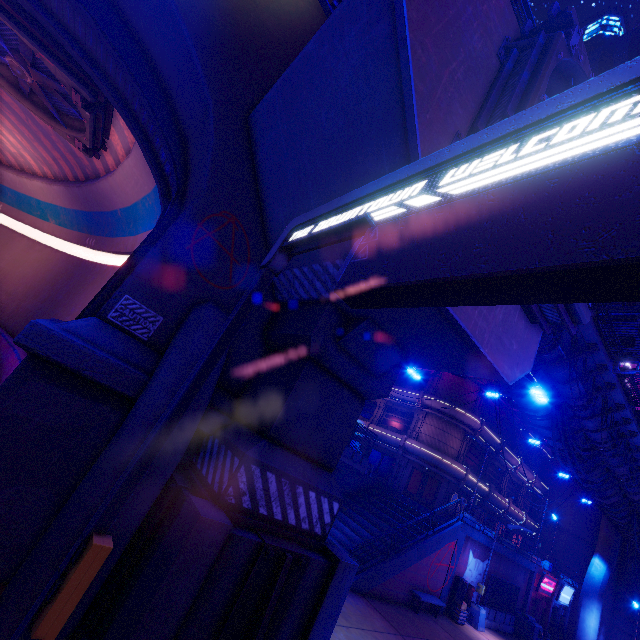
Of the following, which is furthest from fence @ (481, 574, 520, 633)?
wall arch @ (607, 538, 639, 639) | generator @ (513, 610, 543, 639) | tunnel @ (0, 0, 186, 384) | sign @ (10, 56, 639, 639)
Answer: tunnel @ (0, 0, 186, 384)

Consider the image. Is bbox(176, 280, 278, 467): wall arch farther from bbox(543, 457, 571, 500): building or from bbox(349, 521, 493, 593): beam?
bbox(543, 457, 571, 500): building

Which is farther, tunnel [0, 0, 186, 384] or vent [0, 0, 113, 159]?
vent [0, 0, 113, 159]

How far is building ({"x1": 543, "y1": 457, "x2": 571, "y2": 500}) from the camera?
39.0m

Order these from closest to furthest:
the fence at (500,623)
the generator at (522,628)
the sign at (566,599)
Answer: the fence at (500,623)
the generator at (522,628)
the sign at (566,599)

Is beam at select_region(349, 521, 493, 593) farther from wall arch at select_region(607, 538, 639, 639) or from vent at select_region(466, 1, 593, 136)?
wall arch at select_region(607, 538, 639, 639)

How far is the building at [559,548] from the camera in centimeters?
3541cm

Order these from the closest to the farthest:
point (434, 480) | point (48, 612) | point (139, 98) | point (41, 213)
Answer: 1. point (48, 612)
2. point (139, 98)
3. point (41, 213)
4. point (434, 480)
